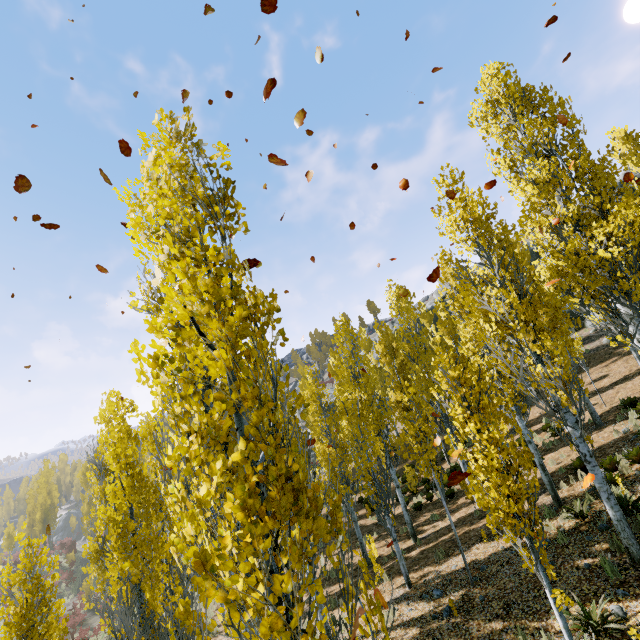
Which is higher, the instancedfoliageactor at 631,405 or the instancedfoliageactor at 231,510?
the instancedfoliageactor at 231,510

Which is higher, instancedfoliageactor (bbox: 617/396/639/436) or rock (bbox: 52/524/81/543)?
instancedfoliageactor (bbox: 617/396/639/436)

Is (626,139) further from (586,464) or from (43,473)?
(43,473)

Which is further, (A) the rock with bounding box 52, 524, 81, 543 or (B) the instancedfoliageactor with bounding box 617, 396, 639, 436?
(A) the rock with bounding box 52, 524, 81, 543

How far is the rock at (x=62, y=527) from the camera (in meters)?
58.16

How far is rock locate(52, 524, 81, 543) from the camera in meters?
58.2 m
